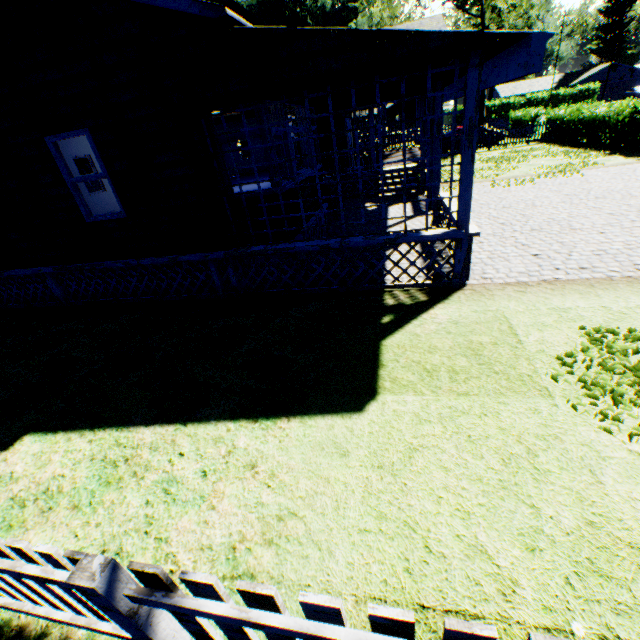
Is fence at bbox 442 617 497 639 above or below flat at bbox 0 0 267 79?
below

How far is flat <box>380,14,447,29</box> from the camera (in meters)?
13.91

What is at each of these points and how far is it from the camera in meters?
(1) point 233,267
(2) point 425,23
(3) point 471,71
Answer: (1) house, 6.8 m
(2) flat, 14.6 m
(3) pillar, 4.4 m

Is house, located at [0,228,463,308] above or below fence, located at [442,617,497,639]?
below

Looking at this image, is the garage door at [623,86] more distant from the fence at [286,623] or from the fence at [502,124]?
the fence at [286,623]

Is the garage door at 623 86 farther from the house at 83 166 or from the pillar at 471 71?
the pillar at 471 71

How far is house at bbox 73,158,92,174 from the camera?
27.88m

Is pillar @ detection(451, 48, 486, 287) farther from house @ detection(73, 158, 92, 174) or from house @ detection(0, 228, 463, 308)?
house @ detection(73, 158, 92, 174)
